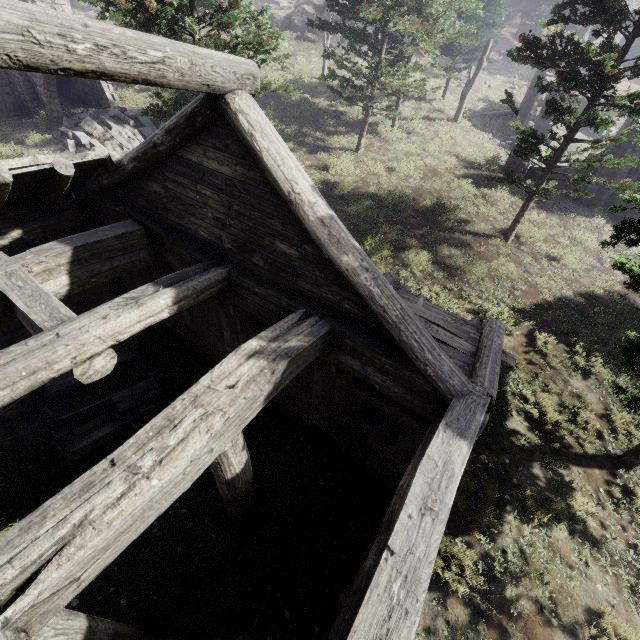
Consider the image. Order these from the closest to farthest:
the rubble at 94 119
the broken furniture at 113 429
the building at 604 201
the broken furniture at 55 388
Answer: the broken furniture at 113 429, the broken furniture at 55 388, the rubble at 94 119, the building at 604 201

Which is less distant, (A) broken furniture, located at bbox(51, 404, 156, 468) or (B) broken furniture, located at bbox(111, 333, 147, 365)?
(A) broken furniture, located at bbox(51, 404, 156, 468)

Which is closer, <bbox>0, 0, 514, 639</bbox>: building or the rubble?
<bbox>0, 0, 514, 639</bbox>: building

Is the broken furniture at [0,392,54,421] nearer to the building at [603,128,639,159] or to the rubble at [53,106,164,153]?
the rubble at [53,106,164,153]

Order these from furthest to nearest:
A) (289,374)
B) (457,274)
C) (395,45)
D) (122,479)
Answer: (395,45) → (457,274) → (289,374) → (122,479)

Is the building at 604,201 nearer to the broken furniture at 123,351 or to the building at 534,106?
the building at 534,106

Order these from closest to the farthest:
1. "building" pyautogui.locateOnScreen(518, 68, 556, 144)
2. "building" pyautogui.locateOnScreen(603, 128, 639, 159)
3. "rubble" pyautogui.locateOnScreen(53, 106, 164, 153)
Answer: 1. "rubble" pyautogui.locateOnScreen(53, 106, 164, 153)
2. "building" pyautogui.locateOnScreen(603, 128, 639, 159)
3. "building" pyautogui.locateOnScreen(518, 68, 556, 144)

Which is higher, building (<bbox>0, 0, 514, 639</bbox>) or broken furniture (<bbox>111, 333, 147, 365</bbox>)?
building (<bbox>0, 0, 514, 639</bbox>)
